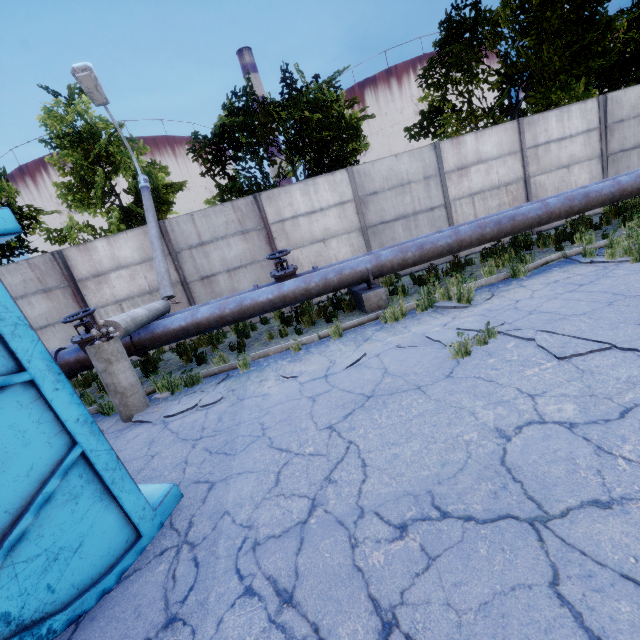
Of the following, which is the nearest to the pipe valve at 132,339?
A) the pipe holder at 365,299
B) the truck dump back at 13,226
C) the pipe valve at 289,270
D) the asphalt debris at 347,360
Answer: the pipe valve at 289,270

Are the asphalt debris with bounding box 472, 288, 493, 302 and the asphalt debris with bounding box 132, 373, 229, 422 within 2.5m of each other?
no

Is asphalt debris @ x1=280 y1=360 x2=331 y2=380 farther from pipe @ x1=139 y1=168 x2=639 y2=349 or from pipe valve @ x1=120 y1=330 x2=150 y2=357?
pipe valve @ x1=120 y1=330 x2=150 y2=357

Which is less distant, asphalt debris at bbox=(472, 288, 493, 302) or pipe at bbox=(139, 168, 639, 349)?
asphalt debris at bbox=(472, 288, 493, 302)

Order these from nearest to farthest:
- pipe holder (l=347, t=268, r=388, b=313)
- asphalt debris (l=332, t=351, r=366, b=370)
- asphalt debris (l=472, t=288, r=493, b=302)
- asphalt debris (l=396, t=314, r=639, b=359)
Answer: asphalt debris (l=396, t=314, r=639, b=359)
asphalt debris (l=332, t=351, r=366, b=370)
asphalt debris (l=472, t=288, r=493, b=302)
pipe holder (l=347, t=268, r=388, b=313)

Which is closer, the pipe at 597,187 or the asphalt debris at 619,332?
the asphalt debris at 619,332

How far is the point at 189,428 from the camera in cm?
461

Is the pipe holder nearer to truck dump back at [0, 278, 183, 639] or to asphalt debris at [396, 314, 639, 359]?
→ asphalt debris at [396, 314, 639, 359]
